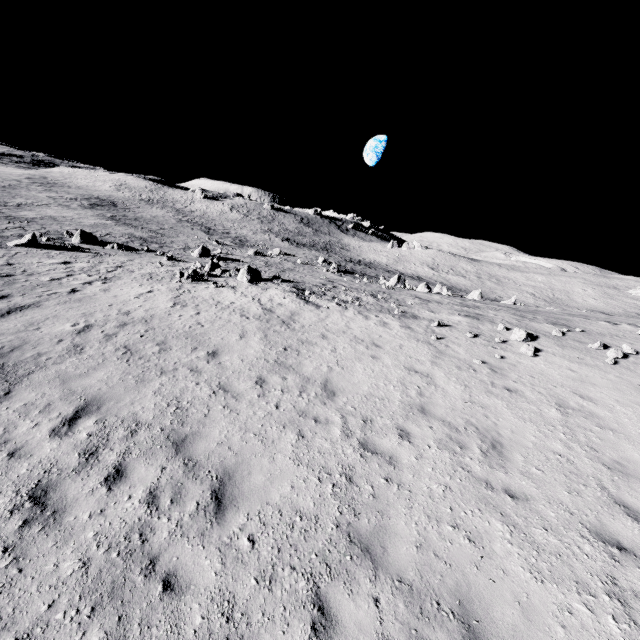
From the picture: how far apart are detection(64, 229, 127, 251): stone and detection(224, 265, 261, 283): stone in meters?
17.1 m

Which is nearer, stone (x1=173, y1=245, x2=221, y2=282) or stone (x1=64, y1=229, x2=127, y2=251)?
stone (x1=173, y1=245, x2=221, y2=282)

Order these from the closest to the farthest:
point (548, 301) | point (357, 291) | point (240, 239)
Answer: point (357, 291), point (548, 301), point (240, 239)

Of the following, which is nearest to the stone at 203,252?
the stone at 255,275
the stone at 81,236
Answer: the stone at 255,275

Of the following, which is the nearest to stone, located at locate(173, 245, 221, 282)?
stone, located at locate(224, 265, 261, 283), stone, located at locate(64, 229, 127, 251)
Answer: stone, located at locate(224, 265, 261, 283)

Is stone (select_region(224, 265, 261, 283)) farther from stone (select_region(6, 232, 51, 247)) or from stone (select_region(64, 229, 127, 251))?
stone (select_region(64, 229, 127, 251))

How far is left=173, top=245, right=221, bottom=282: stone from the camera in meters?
20.6

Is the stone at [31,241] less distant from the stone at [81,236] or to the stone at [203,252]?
the stone at [81,236]
